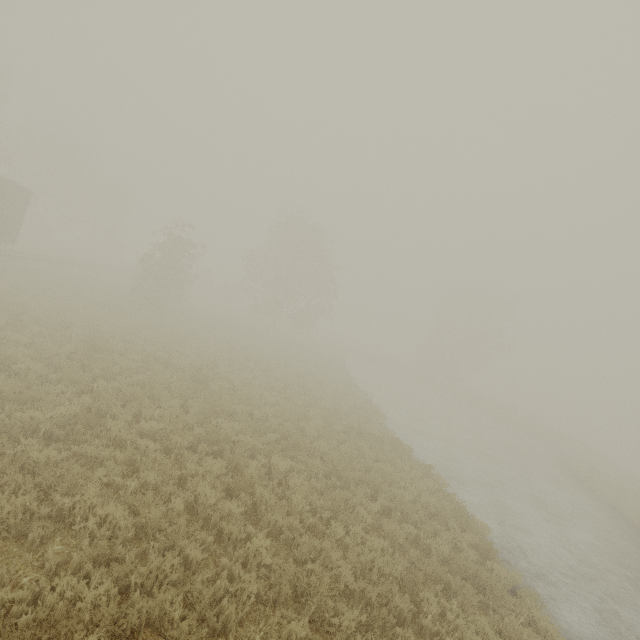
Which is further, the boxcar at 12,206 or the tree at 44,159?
the tree at 44,159

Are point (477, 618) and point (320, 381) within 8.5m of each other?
no

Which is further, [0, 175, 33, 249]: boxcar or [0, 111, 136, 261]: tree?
[0, 111, 136, 261]: tree
